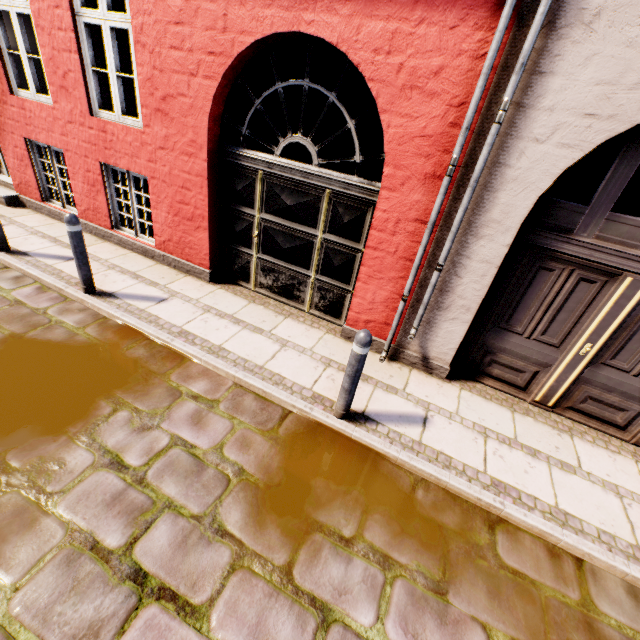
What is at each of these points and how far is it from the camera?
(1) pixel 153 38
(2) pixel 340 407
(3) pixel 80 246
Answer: (1) building, 4.0 meters
(2) bollard, 3.4 meters
(3) bollard, 4.2 meters

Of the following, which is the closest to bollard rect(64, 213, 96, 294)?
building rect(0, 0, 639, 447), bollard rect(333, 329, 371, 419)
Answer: building rect(0, 0, 639, 447)

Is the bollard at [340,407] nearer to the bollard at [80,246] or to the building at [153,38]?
the building at [153,38]

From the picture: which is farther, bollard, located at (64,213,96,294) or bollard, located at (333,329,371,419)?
bollard, located at (64,213,96,294)

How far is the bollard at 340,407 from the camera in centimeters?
291cm

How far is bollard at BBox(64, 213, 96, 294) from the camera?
4.0 meters

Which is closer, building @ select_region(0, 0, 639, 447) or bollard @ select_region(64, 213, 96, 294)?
building @ select_region(0, 0, 639, 447)
